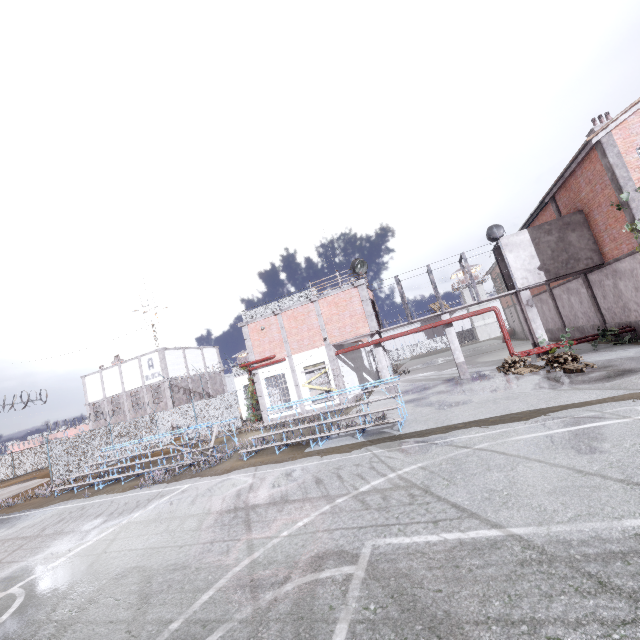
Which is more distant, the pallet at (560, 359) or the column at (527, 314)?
the column at (527, 314)

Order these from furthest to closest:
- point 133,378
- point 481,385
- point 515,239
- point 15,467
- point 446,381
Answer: point 15,467 → point 133,378 → point 446,381 → point 515,239 → point 481,385

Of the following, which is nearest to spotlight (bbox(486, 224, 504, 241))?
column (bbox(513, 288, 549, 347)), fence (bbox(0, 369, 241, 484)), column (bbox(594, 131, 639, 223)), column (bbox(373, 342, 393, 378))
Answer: column (bbox(513, 288, 549, 347))

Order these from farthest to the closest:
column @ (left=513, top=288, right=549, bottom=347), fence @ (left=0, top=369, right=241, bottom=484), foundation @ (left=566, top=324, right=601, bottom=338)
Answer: fence @ (left=0, top=369, right=241, bottom=484) → foundation @ (left=566, top=324, right=601, bottom=338) → column @ (left=513, top=288, right=549, bottom=347)

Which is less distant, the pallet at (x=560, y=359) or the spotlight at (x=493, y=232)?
the pallet at (x=560, y=359)

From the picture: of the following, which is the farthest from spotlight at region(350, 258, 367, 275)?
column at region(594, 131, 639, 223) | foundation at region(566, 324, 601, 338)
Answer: foundation at region(566, 324, 601, 338)

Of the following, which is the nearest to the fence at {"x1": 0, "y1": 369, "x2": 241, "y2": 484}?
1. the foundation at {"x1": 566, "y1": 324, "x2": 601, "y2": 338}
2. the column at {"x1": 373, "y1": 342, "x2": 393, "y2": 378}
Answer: the column at {"x1": 373, "y1": 342, "x2": 393, "y2": 378}

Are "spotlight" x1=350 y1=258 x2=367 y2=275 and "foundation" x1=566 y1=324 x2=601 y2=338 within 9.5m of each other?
no
